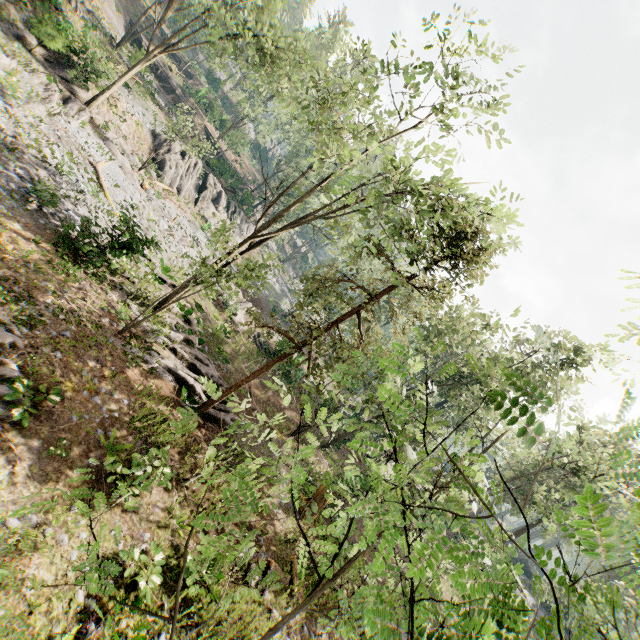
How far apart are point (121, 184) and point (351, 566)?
25.3m

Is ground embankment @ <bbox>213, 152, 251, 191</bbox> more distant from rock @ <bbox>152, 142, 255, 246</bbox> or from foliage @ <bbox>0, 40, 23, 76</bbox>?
rock @ <bbox>152, 142, 255, 246</bbox>

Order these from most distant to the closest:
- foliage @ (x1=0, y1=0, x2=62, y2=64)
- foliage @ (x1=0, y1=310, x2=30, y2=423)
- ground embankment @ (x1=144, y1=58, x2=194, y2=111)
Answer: ground embankment @ (x1=144, y1=58, x2=194, y2=111), foliage @ (x1=0, y1=0, x2=62, y2=64), foliage @ (x1=0, y1=310, x2=30, y2=423)

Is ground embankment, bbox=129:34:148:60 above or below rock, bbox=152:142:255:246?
above

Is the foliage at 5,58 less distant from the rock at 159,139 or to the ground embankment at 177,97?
the rock at 159,139

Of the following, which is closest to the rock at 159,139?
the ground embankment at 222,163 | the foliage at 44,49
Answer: the foliage at 44,49

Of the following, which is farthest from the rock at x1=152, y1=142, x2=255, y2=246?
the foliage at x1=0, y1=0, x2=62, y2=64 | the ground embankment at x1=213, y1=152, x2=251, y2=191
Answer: the ground embankment at x1=213, y1=152, x2=251, y2=191
